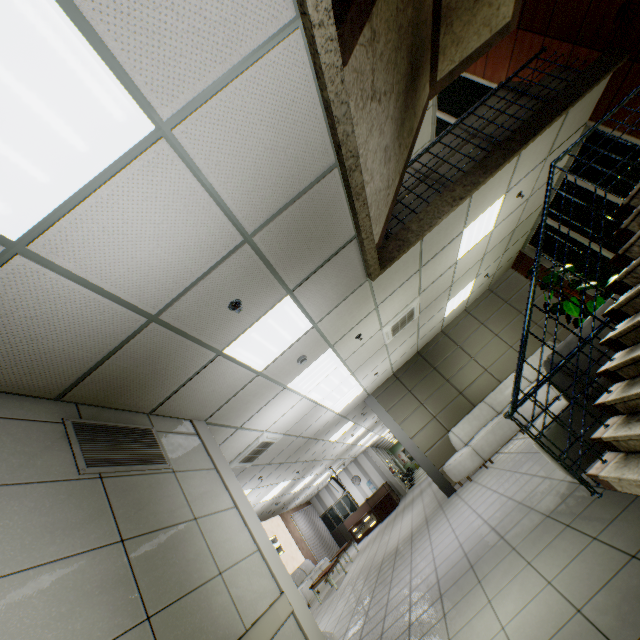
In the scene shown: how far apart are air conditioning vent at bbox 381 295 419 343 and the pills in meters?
3.8

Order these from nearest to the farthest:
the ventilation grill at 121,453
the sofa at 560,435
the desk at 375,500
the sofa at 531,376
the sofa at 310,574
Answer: the ventilation grill at 121,453, the sofa at 560,435, the sofa at 531,376, the sofa at 310,574, the desk at 375,500

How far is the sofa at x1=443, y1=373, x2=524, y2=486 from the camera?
7.7m

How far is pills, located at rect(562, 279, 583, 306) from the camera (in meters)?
7.33

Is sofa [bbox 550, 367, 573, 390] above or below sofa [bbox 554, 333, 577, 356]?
below

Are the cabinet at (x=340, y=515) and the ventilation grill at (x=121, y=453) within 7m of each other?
no

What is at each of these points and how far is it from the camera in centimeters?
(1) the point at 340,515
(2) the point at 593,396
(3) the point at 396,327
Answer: (1) cabinet, 1886cm
(2) sofa, 353cm
(3) air conditioning vent, 664cm

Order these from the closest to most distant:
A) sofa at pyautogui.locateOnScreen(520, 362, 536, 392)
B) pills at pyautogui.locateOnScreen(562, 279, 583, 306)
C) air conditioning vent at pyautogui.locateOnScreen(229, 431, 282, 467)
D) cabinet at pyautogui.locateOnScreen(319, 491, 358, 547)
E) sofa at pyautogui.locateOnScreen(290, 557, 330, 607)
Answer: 1. air conditioning vent at pyautogui.locateOnScreen(229, 431, 282, 467)
2. pills at pyautogui.locateOnScreen(562, 279, 583, 306)
3. sofa at pyautogui.locateOnScreen(520, 362, 536, 392)
4. sofa at pyautogui.locateOnScreen(290, 557, 330, 607)
5. cabinet at pyautogui.locateOnScreen(319, 491, 358, 547)
